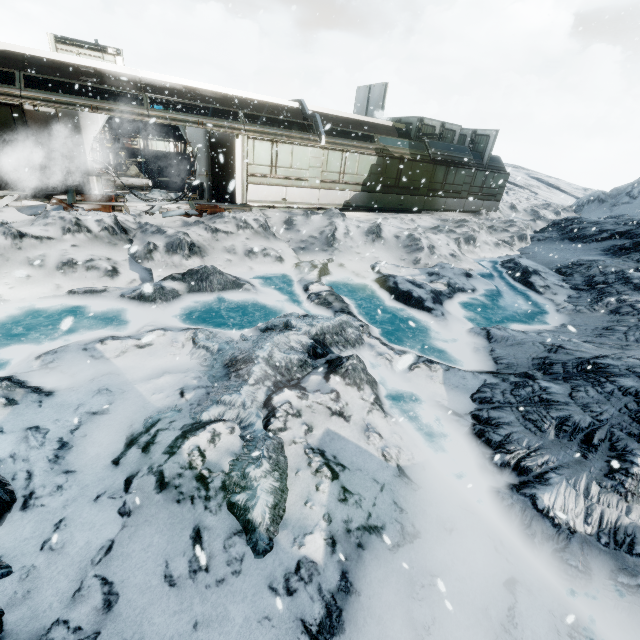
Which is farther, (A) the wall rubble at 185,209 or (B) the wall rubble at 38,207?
(A) the wall rubble at 185,209

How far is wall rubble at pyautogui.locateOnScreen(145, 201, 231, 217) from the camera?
11.6m

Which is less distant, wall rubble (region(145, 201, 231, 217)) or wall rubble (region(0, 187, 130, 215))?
wall rubble (region(0, 187, 130, 215))

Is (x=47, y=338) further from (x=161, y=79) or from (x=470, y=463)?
(x=161, y=79)

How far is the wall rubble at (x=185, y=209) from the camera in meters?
11.6 m
